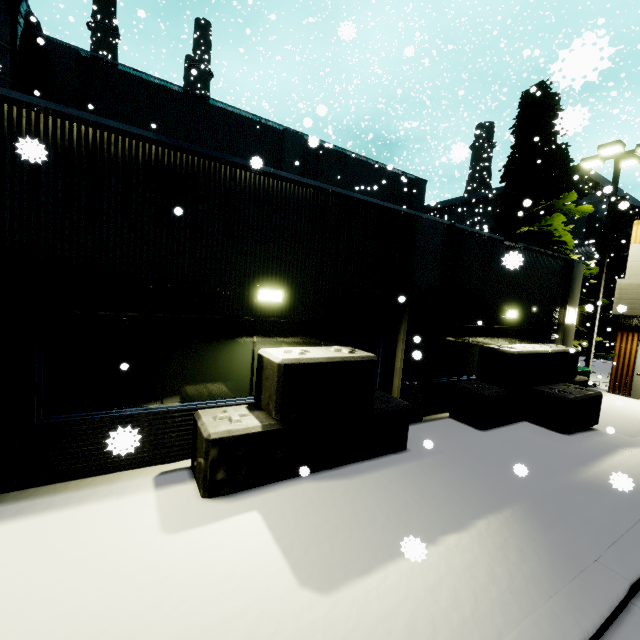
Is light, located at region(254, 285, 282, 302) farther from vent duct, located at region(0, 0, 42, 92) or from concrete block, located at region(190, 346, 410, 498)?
vent duct, located at region(0, 0, 42, 92)

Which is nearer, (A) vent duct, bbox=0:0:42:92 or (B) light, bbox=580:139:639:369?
(A) vent duct, bbox=0:0:42:92

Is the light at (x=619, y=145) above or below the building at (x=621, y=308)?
above

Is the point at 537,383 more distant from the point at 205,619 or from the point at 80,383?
the point at 80,383

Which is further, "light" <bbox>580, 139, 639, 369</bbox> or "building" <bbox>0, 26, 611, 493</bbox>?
"light" <bbox>580, 139, 639, 369</bbox>

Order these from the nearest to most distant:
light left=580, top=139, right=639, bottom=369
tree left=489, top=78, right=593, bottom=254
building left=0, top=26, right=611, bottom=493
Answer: building left=0, top=26, right=611, bottom=493 → light left=580, top=139, right=639, bottom=369 → tree left=489, top=78, right=593, bottom=254

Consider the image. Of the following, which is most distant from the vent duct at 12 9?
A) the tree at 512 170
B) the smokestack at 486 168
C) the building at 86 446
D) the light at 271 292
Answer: the tree at 512 170

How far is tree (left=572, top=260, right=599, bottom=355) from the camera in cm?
1345
